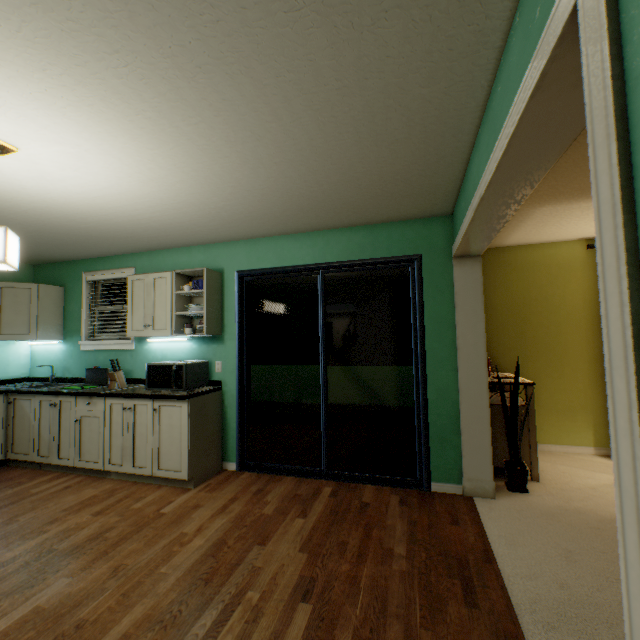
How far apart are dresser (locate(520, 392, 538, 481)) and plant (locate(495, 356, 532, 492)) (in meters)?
0.09

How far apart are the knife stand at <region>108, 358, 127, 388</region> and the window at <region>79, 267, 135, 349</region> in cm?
38

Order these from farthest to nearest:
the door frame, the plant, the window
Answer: the window, the plant, the door frame

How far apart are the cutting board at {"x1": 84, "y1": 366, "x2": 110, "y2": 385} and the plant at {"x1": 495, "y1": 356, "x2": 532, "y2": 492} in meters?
4.2 m

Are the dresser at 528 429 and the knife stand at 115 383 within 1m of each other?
no

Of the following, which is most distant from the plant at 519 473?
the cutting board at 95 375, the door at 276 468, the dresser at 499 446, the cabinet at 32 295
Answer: the cabinet at 32 295

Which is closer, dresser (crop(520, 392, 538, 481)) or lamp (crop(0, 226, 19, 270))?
lamp (crop(0, 226, 19, 270))

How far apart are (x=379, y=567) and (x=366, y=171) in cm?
250
